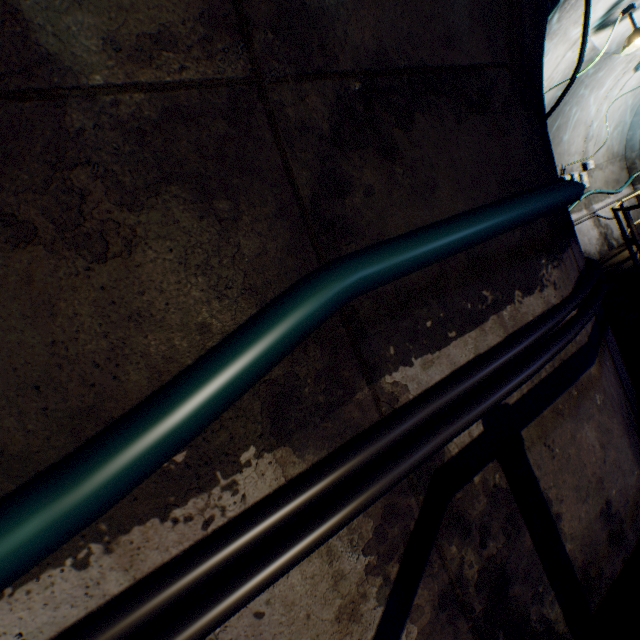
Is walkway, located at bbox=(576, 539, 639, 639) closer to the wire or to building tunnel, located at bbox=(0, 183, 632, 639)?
building tunnel, located at bbox=(0, 183, 632, 639)

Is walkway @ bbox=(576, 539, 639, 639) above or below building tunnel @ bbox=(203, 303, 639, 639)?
below

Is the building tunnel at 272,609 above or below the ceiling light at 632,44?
below

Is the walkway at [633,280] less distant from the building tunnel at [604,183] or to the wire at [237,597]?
the building tunnel at [604,183]

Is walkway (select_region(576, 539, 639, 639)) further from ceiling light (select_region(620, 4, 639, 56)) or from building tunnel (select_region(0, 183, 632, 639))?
ceiling light (select_region(620, 4, 639, 56))

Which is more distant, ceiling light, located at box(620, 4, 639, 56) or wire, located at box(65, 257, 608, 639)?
ceiling light, located at box(620, 4, 639, 56)

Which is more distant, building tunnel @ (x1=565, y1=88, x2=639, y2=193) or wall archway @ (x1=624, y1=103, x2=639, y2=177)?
wall archway @ (x1=624, y1=103, x2=639, y2=177)

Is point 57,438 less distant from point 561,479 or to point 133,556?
point 133,556
